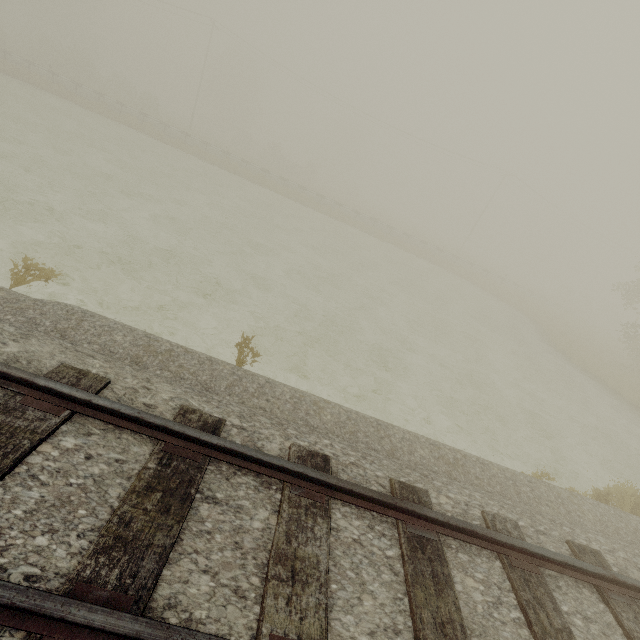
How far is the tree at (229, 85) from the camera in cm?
5017

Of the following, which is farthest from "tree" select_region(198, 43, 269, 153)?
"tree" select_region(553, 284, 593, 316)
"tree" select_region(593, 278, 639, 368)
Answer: "tree" select_region(553, 284, 593, 316)

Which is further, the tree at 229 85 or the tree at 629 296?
the tree at 229 85

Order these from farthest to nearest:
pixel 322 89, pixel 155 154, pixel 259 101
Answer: pixel 259 101 → pixel 322 89 → pixel 155 154

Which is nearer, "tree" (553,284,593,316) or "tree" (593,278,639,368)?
"tree" (593,278,639,368)

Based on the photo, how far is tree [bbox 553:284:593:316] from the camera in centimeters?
5042cm

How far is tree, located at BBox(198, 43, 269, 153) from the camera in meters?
50.2 m

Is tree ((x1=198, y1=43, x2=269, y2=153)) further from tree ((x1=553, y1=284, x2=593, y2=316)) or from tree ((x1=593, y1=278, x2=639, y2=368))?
tree ((x1=553, y1=284, x2=593, y2=316))
